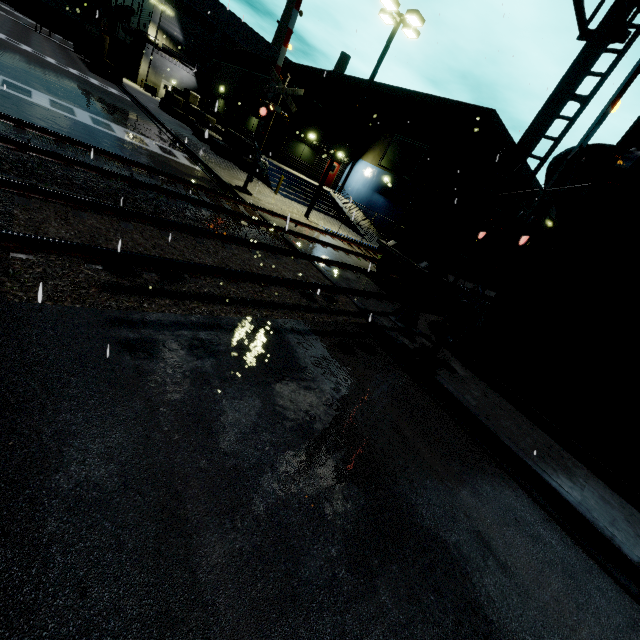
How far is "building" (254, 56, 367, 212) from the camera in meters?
23.0

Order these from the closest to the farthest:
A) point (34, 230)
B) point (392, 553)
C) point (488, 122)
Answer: point (392, 553) < point (34, 230) < point (488, 122)

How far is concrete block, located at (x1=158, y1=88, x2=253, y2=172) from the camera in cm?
2236

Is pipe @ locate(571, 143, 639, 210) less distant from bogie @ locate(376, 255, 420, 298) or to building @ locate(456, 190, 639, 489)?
building @ locate(456, 190, 639, 489)

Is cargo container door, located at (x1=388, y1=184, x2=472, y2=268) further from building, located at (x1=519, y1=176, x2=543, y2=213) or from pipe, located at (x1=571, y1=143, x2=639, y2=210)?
building, located at (x1=519, y1=176, x2=543, y2=213)

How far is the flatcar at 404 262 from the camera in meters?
11.4

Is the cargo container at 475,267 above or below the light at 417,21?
below
